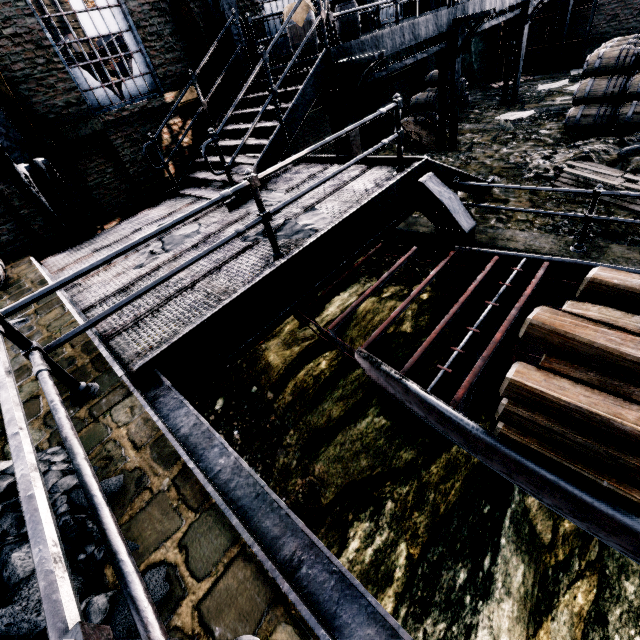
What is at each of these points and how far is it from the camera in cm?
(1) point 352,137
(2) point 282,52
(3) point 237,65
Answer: (1) truss, 824
(2) building, 1078
(3) truss, 928

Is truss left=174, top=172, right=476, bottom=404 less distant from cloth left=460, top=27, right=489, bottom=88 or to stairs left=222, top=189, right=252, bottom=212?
stairs left=222, top=189, right=252, bottom=212

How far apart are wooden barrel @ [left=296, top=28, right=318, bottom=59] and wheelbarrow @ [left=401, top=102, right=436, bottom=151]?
4.9m

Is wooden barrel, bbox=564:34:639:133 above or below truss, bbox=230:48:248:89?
below

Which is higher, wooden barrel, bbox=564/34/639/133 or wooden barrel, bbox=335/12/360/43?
wooden barrel, bbox=335/12/360/43

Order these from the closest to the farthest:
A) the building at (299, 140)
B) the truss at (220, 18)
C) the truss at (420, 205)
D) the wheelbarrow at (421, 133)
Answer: the truss at (420, 205), the truss at (220, 18), the building at (299, 140), the wheelbarrow at (421, 133)

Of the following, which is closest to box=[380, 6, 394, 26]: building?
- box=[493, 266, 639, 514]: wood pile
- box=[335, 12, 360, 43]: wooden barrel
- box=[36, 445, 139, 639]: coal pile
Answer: box=[36, 445, 139, 639]: coal pile

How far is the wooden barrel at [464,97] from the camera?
15.1m
